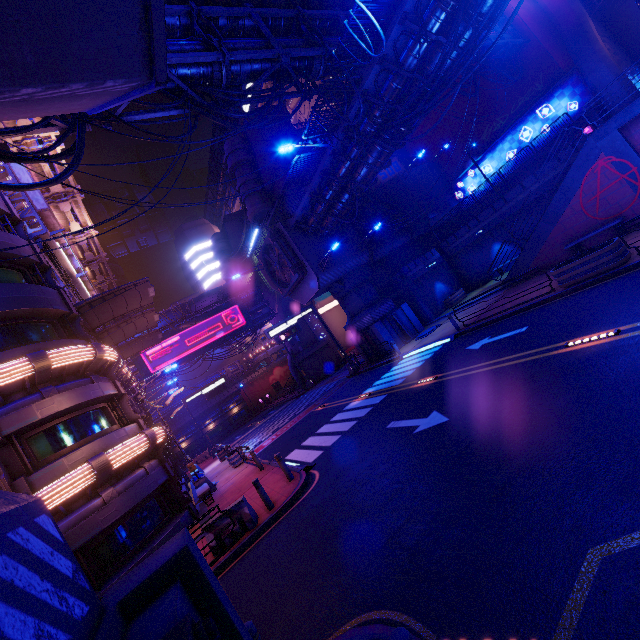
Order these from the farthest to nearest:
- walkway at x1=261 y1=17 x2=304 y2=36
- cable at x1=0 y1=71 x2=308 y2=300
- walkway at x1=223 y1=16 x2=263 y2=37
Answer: walkway at x1=261 y1=17 x2=304 y2=36, walkway at x1=223 y1=16 x2=263 y2=37, cable at x1=0 y1=71 x2=308 y2=300

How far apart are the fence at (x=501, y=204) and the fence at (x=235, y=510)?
25.9 meters

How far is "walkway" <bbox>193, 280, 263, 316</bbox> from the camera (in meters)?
39.81

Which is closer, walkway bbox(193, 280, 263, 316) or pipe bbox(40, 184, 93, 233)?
pipe bbox(40, 184, 93, 233)

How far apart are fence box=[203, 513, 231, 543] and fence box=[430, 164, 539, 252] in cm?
2588

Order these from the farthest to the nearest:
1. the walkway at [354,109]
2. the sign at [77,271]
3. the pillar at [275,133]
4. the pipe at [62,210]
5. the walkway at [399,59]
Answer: the pillar at [275,133]
the pipe at [62,210]
the sign at [77,271]
the walkway at [354,109]
the walkway at [399,59]

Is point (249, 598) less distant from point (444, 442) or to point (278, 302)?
point (444, 442)

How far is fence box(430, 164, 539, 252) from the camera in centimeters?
2272cm
